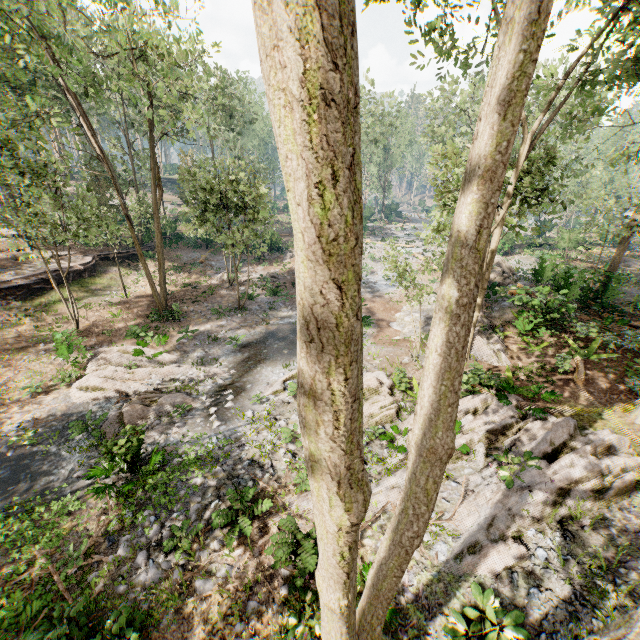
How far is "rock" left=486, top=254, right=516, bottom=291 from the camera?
22.4 meters

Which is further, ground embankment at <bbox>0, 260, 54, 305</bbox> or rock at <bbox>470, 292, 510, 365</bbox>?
ground embankment at <bbox>0, 260, 54, 305</bbox>

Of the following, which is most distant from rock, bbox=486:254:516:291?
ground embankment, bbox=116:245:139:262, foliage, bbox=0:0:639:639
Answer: ground embankment, bbox=116:245:139:262

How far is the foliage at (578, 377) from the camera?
12.07m

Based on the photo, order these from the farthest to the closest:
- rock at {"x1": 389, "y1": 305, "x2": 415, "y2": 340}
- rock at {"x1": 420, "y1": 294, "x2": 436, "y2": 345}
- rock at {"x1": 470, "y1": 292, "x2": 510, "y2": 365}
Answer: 1. rock at {"x1": 389, "y1": 305, "x2": 415, "y2": 340}
2. rock at {"x1": 420, "y1": 294, "x2": 436, "y2": 345}
3. rock at {"x1": 470, "y1": 292, "x2": 510, "y2": 365}

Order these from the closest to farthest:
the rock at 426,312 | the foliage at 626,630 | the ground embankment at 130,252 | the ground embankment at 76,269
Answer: the foliage at 626,630
the rock at 426,312
the ground embankment at 76,269
the ground embankment at 130,252

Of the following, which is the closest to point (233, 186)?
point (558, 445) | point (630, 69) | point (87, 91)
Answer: point (87, 91)

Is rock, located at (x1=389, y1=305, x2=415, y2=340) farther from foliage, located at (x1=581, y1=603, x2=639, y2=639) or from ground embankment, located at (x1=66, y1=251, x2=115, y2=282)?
ground embankment, located at (x1=66, y1=251, x2=115, y2=282)
